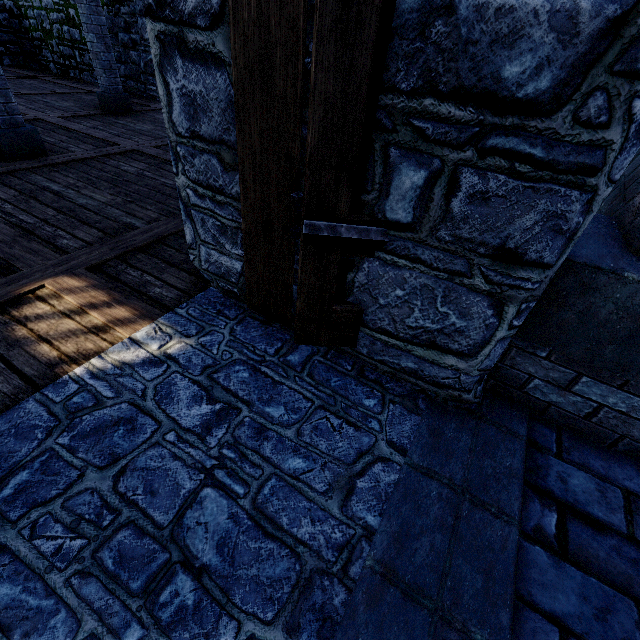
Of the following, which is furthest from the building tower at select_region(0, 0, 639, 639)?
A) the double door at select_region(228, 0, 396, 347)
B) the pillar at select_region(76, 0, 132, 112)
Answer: the pillar at select_region(76, 0, 132, 112)

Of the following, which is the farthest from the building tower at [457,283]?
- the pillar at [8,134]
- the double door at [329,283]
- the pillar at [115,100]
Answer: the pillar at [8,134]

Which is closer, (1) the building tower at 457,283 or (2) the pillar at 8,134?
(1) the building tower at 457,283

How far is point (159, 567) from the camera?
1.3 meters

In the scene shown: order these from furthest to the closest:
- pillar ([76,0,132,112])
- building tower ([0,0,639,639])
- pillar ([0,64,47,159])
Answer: pillar ([76,0,132,112]) → pillar ([0,64,47,159]) → building tower ([0,0,639,639])

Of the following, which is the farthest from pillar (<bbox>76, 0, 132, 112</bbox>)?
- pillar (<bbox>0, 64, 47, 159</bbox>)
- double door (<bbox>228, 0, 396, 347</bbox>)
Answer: double door (<bbox>228, 0, 396, 347</bbox>)

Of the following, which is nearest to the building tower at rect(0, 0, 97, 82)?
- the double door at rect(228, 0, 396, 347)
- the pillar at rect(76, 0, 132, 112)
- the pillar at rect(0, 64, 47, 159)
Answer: the double door at rect(228, 0, 396, 347)
